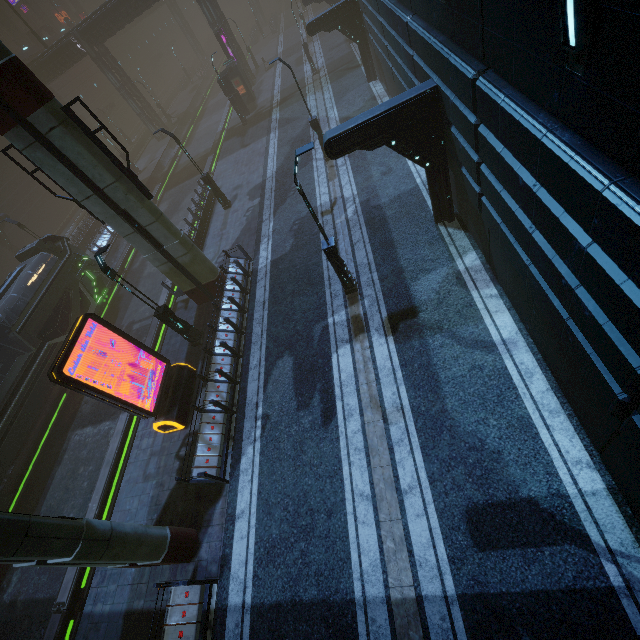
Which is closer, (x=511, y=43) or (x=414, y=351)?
(x=511, y=43)

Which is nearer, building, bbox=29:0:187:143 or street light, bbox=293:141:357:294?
street light, bbox=293:141:357:294

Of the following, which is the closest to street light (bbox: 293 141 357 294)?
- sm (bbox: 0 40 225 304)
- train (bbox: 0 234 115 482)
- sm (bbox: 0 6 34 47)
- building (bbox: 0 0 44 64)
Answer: building (bbox: 0 0 44 64)

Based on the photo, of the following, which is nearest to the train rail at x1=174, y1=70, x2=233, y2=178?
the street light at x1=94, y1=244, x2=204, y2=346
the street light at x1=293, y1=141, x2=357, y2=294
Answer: the street light at x1=94, y1=244, x2=204, y2=346

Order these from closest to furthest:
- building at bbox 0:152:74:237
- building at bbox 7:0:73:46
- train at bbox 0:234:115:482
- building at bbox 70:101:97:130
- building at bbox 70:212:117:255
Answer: train at bbox 0:234:115:482
building at bbox 70:212:117:255
building at bbox 0:152:74:237
building at bbox 70:101:97:130
building at bbox 7:0:73:46

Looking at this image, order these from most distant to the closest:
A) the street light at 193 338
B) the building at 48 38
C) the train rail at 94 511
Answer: the building at 48 38 → the train rail at 94 511 → the street light at 193 338

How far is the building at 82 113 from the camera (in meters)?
47.04

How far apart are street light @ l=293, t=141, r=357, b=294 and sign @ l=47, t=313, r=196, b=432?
7.5 meters
